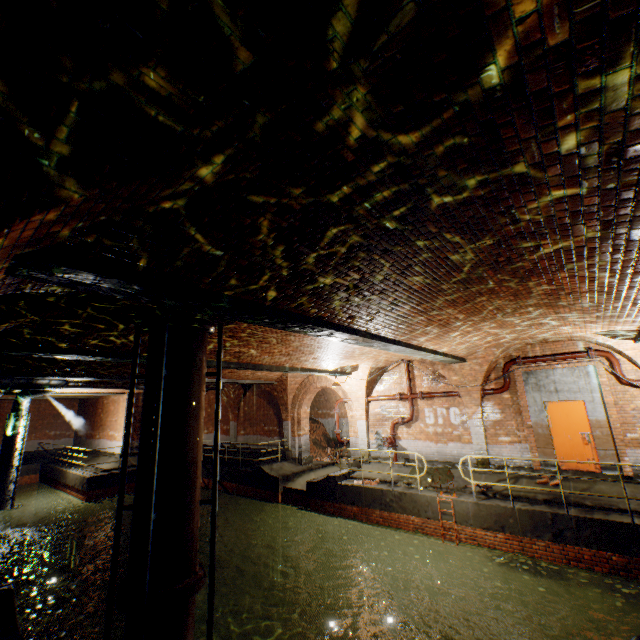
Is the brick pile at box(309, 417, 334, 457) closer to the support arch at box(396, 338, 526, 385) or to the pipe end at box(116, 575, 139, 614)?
the support arch at box(396, 338, 526, 385)

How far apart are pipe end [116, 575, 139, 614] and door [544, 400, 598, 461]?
10.75m

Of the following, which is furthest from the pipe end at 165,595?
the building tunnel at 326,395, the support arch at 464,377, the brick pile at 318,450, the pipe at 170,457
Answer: the brick pile at 318,450

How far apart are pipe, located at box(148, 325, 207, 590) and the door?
10.9m

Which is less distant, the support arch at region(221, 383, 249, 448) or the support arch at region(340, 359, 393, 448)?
the support arch at region(340, 359, 393, 448)

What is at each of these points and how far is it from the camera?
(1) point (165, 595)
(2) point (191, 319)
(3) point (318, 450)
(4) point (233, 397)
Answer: Result:
(1) pipe end, 4.61m
(2) pipe end, 5.68m
(3) brick pile, 20.16m
(4) support arch, 20.75m

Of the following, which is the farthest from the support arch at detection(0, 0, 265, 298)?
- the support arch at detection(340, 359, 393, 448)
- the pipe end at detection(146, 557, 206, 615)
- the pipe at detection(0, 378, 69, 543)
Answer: the pipe at detection(0, 378, 69, 543)

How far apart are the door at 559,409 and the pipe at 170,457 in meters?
10.9 m
